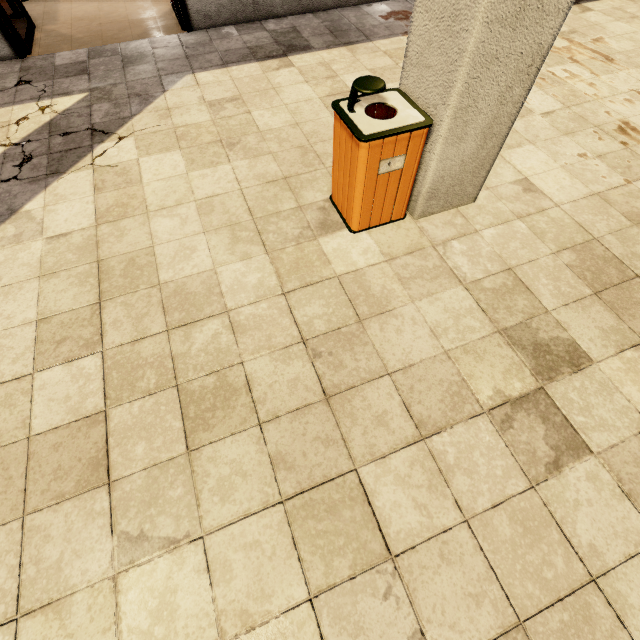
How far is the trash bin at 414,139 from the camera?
2.0m

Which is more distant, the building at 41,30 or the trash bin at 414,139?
the building at 41,30

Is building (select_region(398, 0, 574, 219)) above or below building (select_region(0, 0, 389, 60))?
above

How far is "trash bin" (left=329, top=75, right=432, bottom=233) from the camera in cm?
202

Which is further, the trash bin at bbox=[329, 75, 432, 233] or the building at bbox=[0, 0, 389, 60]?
the building at bbox=[0, 0, 389, 60]

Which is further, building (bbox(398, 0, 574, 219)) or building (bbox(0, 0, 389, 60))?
building (bbox(0, 0, 389, 60))

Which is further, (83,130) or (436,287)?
(83,130)
